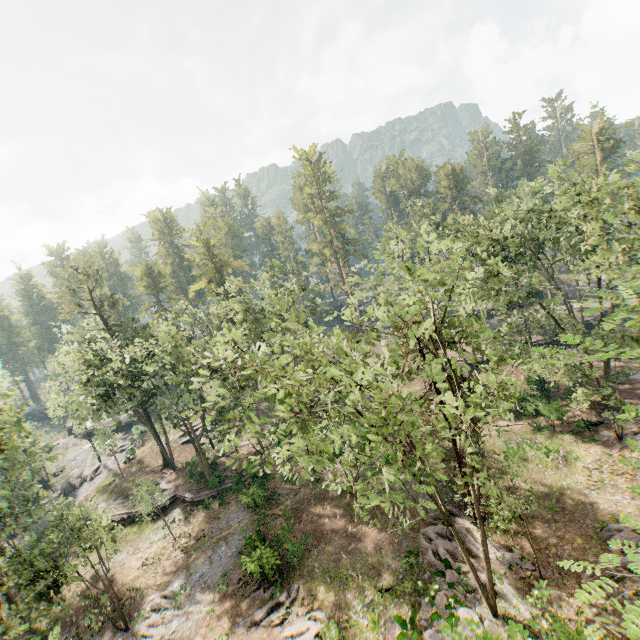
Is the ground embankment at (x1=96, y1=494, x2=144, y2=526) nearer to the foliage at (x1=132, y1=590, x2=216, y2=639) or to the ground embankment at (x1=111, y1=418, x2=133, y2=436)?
the foliage at (x1=132, y1=590, x2=216, y2=639)

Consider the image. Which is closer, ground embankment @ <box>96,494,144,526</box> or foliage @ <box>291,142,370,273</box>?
ground embankment @ <box>96,494,144,526</box>

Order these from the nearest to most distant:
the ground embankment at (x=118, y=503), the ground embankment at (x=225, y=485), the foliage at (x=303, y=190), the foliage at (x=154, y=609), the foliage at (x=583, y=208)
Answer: the foliage at (x=583, y=208), the foliage at (x=154, y=609), the ground embankment at (x=225, y=485), the ground embankment at (x=118, y=503), the foliage at (x=303, y=190)

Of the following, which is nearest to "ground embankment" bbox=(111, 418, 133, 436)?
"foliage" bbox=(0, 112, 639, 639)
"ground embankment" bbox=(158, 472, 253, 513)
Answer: "foliage" bbox=(0, 112, 639, 639)

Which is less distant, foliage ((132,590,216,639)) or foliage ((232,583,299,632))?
foliage ((232,583,299,632))

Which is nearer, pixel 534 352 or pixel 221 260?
pixel 534 352

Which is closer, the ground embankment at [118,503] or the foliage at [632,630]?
the foliage at [632,630]
